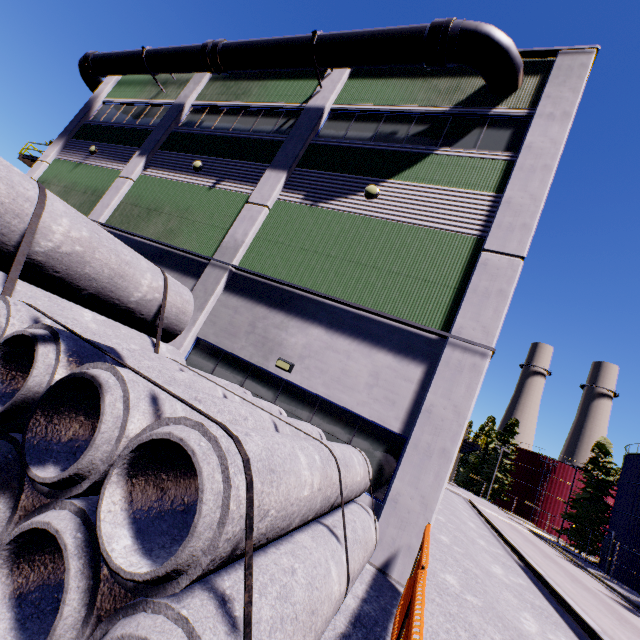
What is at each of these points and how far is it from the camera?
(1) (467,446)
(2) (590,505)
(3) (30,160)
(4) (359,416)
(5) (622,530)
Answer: (1) balcony, 33.47m
(2) tree, 39.53m
(3) balcony, 20.33m
(4) building, 7.81m
(5) silo, 31.59m

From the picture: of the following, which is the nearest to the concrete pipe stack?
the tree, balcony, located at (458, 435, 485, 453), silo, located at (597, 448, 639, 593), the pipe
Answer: silo, located at (597, 448, 639, 593)

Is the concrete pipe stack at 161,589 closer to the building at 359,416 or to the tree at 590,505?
the building at 359,416

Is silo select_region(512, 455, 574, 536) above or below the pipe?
below

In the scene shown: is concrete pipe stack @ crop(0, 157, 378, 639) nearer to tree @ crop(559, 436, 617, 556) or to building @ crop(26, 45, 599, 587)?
building @ crop(26, 45, 599, 587)

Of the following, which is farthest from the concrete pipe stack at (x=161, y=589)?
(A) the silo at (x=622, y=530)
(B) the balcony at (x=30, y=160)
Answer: (B) the balcony at (x=30, y=160)

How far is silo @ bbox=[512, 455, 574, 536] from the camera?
55.8 meters

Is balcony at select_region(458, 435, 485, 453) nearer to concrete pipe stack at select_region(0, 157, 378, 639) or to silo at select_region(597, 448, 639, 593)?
silo at select_region(597, 448, 639, 593)
